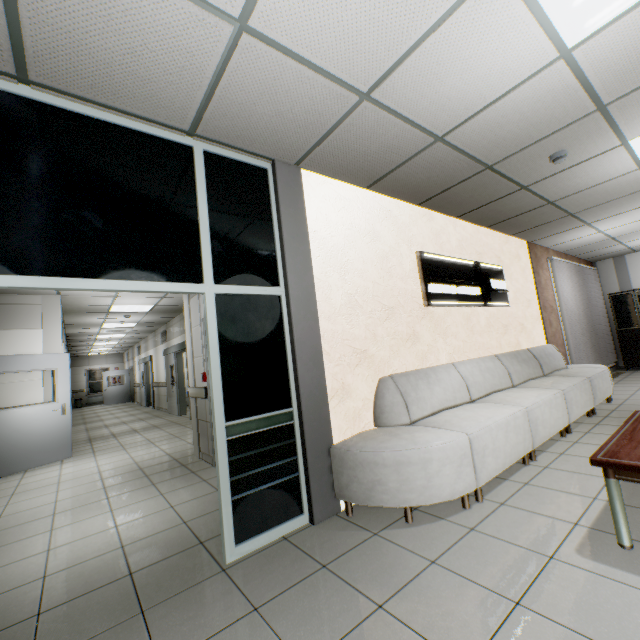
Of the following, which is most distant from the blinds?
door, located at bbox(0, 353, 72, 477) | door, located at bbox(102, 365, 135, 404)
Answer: door, located at bbox(102, 365, 135, 404)

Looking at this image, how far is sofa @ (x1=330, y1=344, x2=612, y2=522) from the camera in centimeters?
252cm

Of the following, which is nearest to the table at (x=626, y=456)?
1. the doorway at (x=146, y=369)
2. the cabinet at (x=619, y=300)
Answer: the cabinet at (x=619, y=300)

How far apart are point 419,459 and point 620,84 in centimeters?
345cm

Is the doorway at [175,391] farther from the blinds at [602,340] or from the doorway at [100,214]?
the blinds at [602,340]

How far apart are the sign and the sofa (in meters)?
0.77

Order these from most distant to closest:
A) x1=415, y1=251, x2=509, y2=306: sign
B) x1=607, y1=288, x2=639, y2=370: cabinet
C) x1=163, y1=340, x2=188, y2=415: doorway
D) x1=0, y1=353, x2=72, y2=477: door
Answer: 1. x1=163, y1=340, x2=188, y2=415: doorway
2. x1=607, y1=288, x2=639, y2=370: cabinet
3. x1=0, y1=353, x2=72, y2=477: door
4. x1=415, y1=251, x2=509, y2=306: sign

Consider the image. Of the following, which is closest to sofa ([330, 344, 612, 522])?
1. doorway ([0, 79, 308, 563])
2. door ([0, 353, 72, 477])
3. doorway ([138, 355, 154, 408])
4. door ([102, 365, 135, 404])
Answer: doorway ([0, 79, 308, 563])
